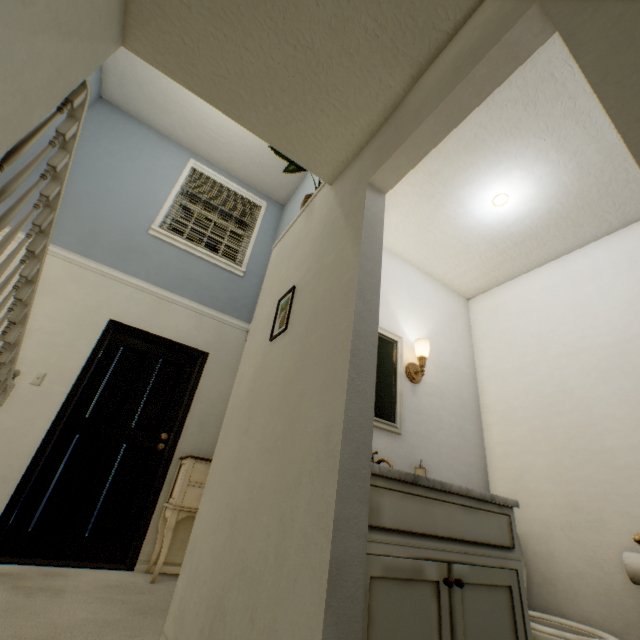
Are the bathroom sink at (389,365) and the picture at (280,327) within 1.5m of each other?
yes

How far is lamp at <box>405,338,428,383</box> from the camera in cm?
209

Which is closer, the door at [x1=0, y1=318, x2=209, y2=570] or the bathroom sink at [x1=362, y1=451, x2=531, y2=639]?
the bathroom sink at [x1=362, y1=451, x2=531, y2=639]

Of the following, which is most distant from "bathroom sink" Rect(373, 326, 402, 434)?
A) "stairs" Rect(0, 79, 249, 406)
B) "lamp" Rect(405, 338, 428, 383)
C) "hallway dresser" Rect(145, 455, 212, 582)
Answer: "hallway dresser" Rect(145, 455, 212, 582)

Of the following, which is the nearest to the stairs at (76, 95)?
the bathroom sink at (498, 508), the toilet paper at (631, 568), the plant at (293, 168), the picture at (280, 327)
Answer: the plant at (293, 168)

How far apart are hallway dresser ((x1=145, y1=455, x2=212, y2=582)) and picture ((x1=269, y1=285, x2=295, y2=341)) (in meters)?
1.94

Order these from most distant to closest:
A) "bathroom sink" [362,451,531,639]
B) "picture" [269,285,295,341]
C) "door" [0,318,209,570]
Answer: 1. "door" [0,318,209,570]
2. "picture" [269,285,295,341]
3. "bathroom sink" [362,451,531,639]

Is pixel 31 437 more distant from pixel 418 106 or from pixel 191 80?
pixel 418 106
